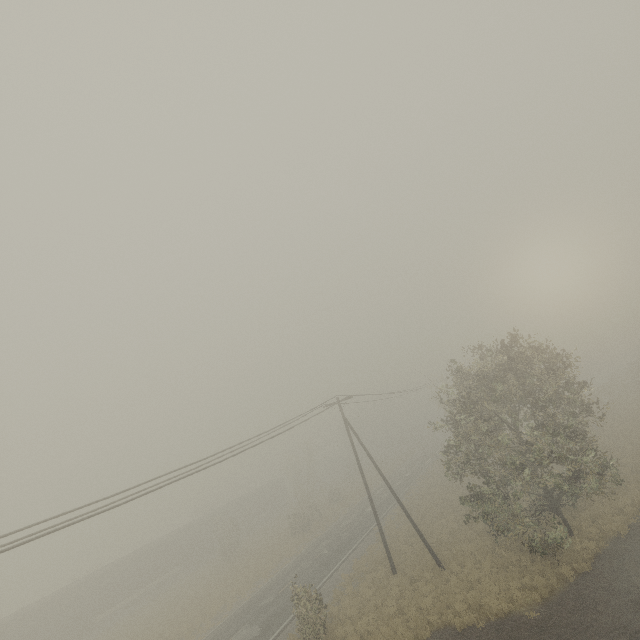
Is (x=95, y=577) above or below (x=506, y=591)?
above
